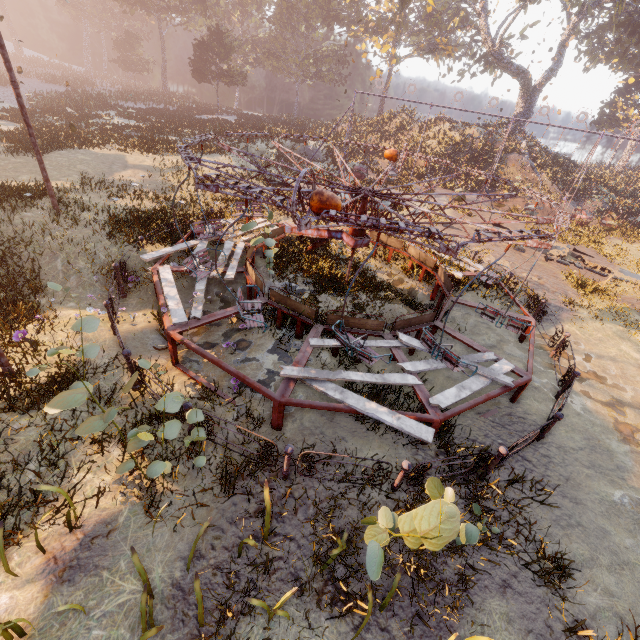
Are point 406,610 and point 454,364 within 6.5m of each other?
yes

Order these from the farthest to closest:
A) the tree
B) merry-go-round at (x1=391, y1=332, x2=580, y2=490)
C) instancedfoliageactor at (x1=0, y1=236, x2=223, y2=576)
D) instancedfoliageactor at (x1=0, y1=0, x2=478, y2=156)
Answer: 1. the tree
2. instancedfoliageactor at (x1=0, y1=0, x2=478, y2=156)
3. merry-go-round at (x1=391, y1=332, x2=580, y2=490)
4. instancedfoliageactor at (x1=0, y1=236, x2=223, y2=576)

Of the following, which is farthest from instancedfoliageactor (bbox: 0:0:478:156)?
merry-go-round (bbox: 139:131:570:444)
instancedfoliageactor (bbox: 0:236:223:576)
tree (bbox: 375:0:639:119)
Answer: instancedfoliageactor (bbox: 0:236:223:576)

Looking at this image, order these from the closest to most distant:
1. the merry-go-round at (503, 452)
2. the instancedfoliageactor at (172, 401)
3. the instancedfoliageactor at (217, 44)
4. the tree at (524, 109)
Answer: the instancedfoliageactor at (172, 401), the merry-go-round at (503, 452), the instancedfoliageactor at (217, 44), the tree at (524, 109)

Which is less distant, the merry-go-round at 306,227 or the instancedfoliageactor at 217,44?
the merry-go-round at 306,227

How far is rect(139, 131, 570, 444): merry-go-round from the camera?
5.9m
